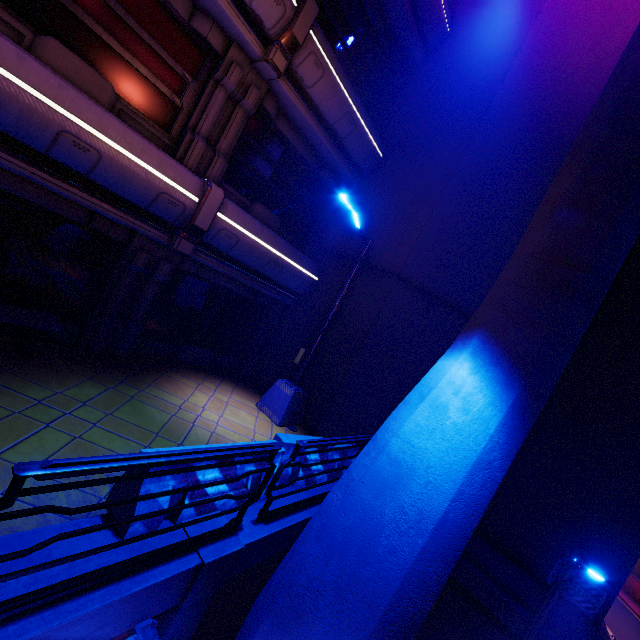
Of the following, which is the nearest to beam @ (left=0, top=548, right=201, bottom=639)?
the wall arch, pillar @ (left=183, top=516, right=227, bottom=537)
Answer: pillar @ (left=183, top=516, right=227, bottom=537)

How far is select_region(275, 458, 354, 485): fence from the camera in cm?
602

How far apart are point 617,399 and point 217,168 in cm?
1090

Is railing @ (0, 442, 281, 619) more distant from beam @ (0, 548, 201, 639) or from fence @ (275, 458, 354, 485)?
fence @ (275, 458, 354, 485)

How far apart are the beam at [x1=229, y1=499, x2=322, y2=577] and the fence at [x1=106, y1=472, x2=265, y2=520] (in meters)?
0.29

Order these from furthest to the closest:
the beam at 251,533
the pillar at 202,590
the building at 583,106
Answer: the building at 583,106, the beam at 251,533, the pillar at 202,590

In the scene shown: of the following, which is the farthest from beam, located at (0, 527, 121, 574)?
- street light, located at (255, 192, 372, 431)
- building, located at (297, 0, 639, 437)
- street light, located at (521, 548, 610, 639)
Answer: street light, located at (521, 548, 610, 639)

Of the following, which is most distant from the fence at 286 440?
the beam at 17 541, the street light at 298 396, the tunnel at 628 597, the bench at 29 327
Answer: the tunnel at 628 597
